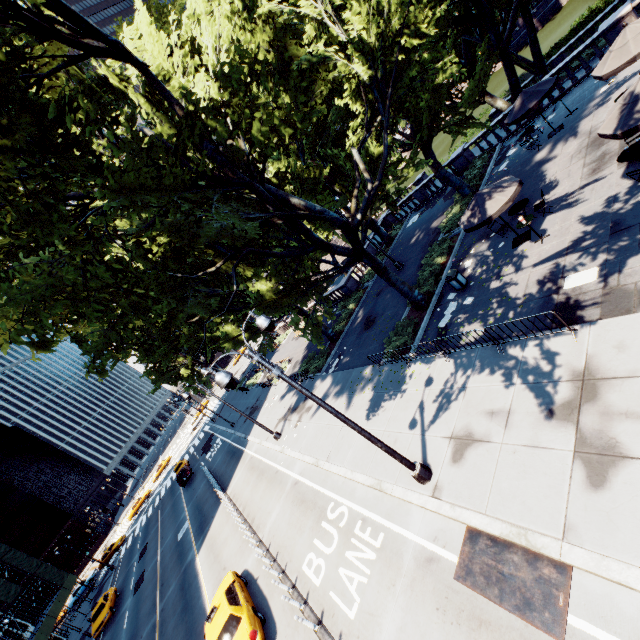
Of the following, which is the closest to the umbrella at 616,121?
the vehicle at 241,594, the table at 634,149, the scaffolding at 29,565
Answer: the table at 634,149

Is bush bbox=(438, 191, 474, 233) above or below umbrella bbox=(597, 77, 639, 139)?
below

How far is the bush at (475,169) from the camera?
22.31m

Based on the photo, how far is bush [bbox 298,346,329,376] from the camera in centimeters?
2498cm

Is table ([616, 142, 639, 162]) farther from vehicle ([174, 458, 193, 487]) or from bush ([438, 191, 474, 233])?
vehicle ([174, 458, 193, 487])

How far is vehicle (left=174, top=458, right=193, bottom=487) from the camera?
37.4 meters

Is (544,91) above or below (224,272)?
below

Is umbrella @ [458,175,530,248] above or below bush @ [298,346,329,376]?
above
